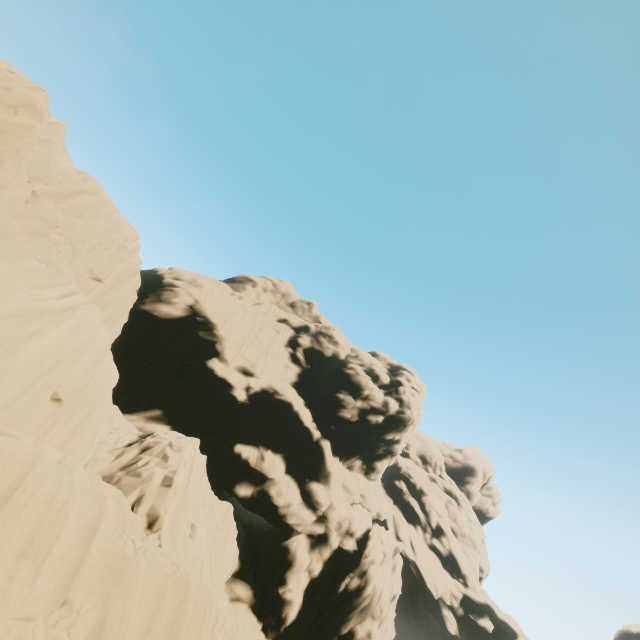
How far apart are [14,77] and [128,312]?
→ 18.3m
